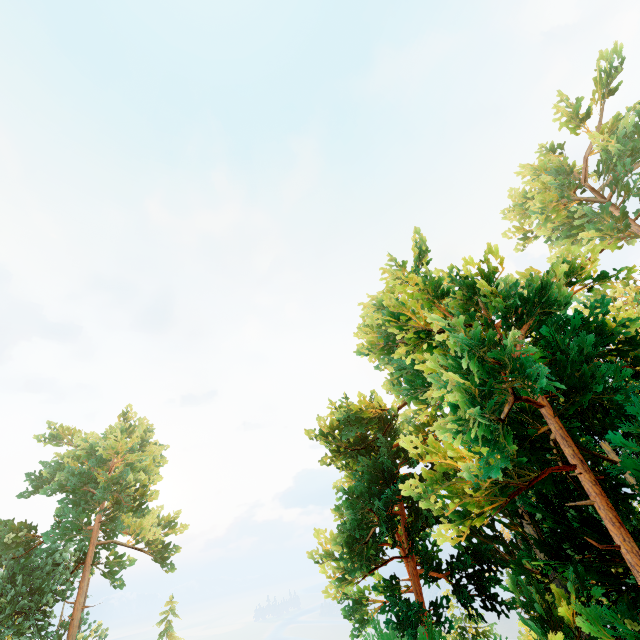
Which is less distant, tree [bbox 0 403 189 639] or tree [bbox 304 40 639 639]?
tree [bbox 304 40 639 639]

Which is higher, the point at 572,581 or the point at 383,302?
the point at 383,302

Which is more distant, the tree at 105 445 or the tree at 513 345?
the tree at 105 445
